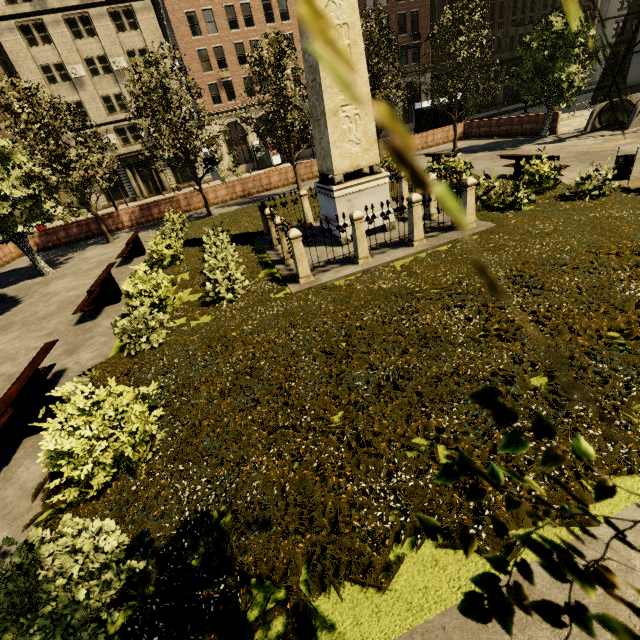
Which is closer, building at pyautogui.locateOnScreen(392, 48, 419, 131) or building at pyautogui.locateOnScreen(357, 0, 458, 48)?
building at pyautogui.locateOnScreen(357, 0, 458, 48)

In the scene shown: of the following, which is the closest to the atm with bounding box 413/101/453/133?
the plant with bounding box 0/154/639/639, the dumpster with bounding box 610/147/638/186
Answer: the plant with bounding box 0/154/639/639

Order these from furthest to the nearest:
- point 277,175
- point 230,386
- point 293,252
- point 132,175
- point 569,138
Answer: point 132,175
point 277,175
point 569,138
point 293,252
point 230,386

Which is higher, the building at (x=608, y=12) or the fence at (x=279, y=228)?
the building at (x=608, y=12)

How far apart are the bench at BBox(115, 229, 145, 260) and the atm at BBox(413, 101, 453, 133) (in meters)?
22.54

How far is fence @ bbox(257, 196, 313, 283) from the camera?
7.97m

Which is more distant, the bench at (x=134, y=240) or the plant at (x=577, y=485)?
the bench at (x=134, y=240)

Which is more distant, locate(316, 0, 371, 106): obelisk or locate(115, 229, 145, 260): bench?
locate(115, 229, 145, 260): bench
